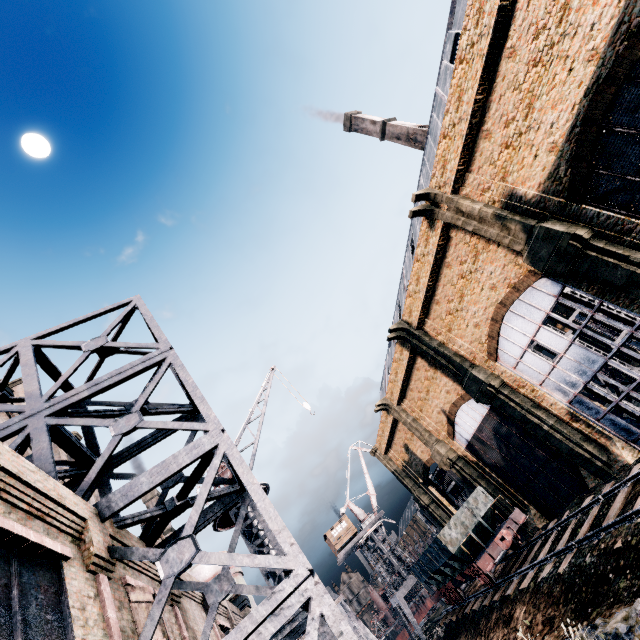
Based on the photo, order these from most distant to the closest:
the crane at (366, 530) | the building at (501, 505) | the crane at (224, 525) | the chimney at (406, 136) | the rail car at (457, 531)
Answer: the chimney at (406, 136)
the crane at (366, 530)
the building at (501, 505)
the rail car at (457, 531)
the crane at (224, 525)

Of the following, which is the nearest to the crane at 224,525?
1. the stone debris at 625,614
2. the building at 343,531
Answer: the stone debris at 625,614

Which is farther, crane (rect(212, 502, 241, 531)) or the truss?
the truss

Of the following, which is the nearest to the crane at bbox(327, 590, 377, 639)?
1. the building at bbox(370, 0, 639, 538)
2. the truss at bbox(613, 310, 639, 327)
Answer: the building at bbox(370, 0, 639, 538)

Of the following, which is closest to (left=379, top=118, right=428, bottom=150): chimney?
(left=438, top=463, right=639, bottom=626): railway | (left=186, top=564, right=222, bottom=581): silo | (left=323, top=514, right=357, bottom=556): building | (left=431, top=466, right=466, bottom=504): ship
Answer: (left=431, top=466, right=466, bottom=504): ship

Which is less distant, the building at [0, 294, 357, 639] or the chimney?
the building at [0, 294, 357, 639]

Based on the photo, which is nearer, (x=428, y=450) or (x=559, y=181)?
(x=559, y=181)

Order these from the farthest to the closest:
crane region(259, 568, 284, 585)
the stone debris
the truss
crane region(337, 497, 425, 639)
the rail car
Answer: crane region(337, 497, 425, 639)
the rail car
the truss
crane region(259, 568, 284, 585)
the stone debris
